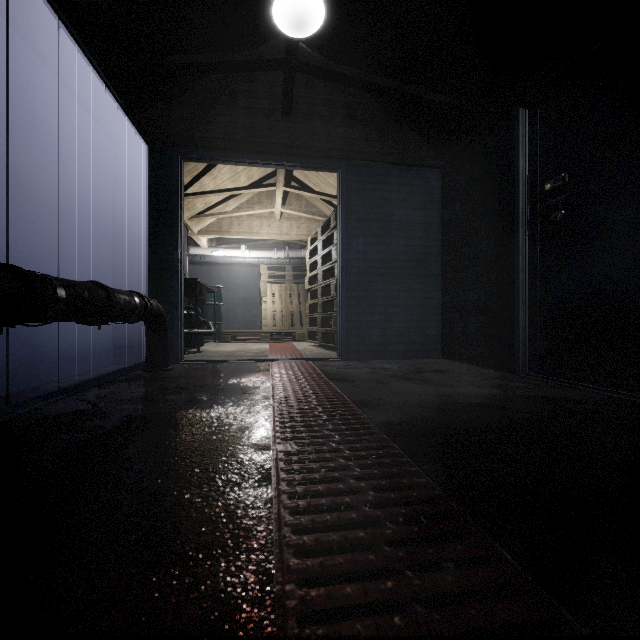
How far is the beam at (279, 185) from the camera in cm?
445

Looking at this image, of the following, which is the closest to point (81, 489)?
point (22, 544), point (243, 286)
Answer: point (22, 544)

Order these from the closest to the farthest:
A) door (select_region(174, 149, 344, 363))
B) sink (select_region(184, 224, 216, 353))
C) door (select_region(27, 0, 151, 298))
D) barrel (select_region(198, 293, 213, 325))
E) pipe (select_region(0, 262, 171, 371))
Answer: pipe (select_region(0, 262, 171, 371)) < door (select_region(27, 0, 151, 298)) < door (select_region(174, 149, 344, 363)) < sink (select_region(184, 224, 216, 353)) < barrel (select_region(198, 293, 213, 325))

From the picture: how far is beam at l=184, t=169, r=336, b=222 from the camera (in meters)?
4.45

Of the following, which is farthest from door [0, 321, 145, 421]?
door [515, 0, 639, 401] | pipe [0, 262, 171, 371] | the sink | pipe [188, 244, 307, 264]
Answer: pipe [188, 244, 307, 264]

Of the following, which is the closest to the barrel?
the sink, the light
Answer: the sink

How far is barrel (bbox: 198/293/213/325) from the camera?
5.77m

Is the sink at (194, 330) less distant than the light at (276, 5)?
No
